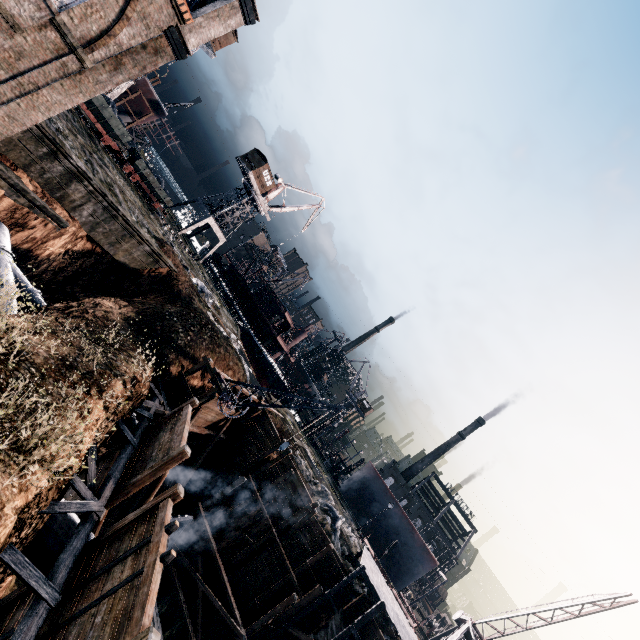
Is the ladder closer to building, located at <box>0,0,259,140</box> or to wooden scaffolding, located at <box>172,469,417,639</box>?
wooden scaffolding, located at <box>172,469,417,639</box>

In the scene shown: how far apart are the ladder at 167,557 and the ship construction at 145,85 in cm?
5502

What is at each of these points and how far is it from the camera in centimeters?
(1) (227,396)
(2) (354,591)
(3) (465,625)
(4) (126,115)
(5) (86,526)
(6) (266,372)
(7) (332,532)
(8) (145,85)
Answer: (1) crane, 2106cm
(2) stone debris, 2478cm
(3) crane, 2289cm
(4) ship construction, 4672cm
(5) wooden scaffolding, 1092cm
(6) ship, 5366cm
(7) stone debris, 2664cm
(8) ship construction, 4431cm

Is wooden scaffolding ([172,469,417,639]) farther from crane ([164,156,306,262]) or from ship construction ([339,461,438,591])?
crane ([164,156,306,262])

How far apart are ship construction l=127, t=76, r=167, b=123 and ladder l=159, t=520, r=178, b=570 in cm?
5502

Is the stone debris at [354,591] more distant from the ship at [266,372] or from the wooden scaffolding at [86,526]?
the ship at [266,372]

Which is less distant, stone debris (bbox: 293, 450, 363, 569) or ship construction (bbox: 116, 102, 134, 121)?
stone debris (bbox: 293, 450, 363, 569)
